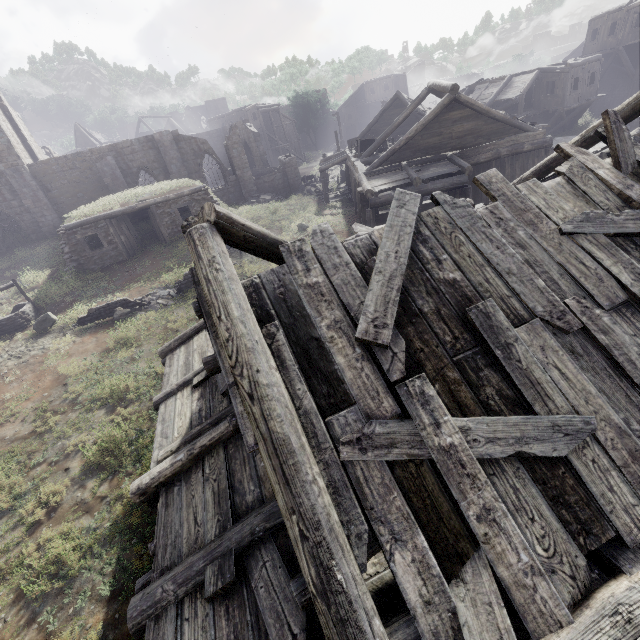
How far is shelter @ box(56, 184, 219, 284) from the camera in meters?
18.3 m

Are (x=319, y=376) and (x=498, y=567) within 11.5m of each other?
yes

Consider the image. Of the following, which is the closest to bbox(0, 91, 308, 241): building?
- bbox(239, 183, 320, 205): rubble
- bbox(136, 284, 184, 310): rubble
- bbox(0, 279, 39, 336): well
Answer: bbox(239, 183, 320, 205): rubble

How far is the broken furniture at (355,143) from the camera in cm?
2072

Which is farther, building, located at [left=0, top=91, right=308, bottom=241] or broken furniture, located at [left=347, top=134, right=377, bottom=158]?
building, located at [left=0, top=91, right=308, bottom=241]

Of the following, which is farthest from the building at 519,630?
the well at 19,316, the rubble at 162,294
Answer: the rubble at 162,294

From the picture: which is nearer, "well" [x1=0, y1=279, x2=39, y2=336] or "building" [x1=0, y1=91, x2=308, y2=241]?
"well" [x1=0, y1=279, x2=39, y2=336]
